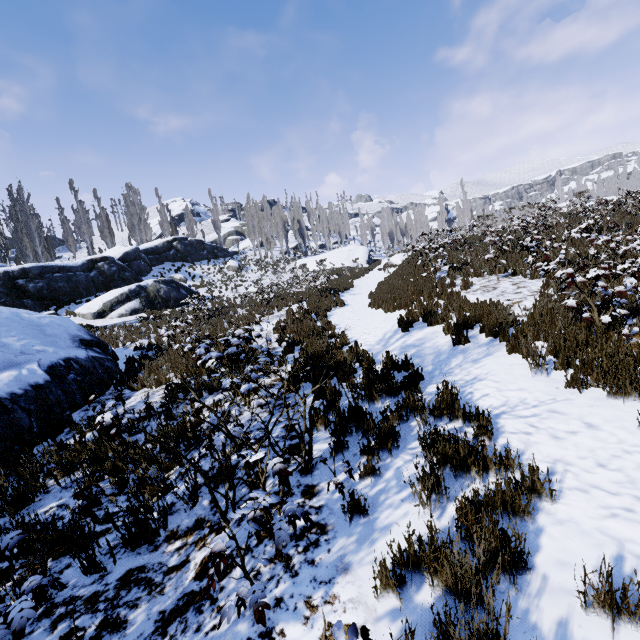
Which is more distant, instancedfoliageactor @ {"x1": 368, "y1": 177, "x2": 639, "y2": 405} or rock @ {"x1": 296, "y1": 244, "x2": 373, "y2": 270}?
rock @ {"x1": 296, "y1": 244, "x2": 373, "y2": 270}

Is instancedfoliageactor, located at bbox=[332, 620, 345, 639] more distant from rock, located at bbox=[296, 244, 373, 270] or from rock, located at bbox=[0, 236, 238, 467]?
rock, located at bbox=[0, 236, 238, 467]

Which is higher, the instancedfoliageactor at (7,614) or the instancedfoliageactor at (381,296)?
the instancedfoliageactor at (381,296)

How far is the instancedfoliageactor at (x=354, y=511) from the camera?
2.99m

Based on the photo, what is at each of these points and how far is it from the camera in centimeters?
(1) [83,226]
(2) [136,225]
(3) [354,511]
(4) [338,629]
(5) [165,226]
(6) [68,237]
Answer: (1) instancedfoliageactor, 3681cm
(2) instancedfoliageactor, 4341cm
(3) instancedfoliageactor, 305cm
(4) instancedfoliageactor, 123cm
(5) instancedfoliageactor, 4778cm
(6) instancedfoliageactor, 4222cm

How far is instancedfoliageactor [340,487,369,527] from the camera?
3.0 meters

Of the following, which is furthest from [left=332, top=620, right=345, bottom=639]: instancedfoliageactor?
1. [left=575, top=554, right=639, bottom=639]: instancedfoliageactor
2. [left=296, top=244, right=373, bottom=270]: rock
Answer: [left=575, top=554, right=639, bottom=639]: instancedfoliageactor
